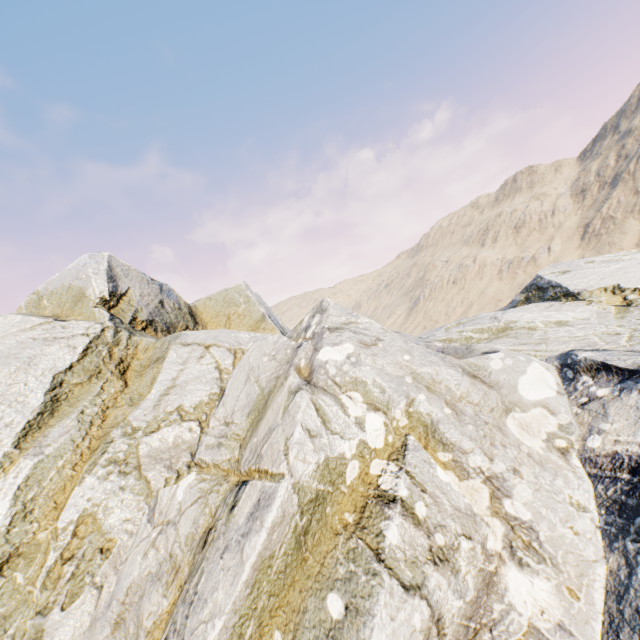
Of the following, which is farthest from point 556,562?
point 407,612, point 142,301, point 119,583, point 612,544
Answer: point 142,301
